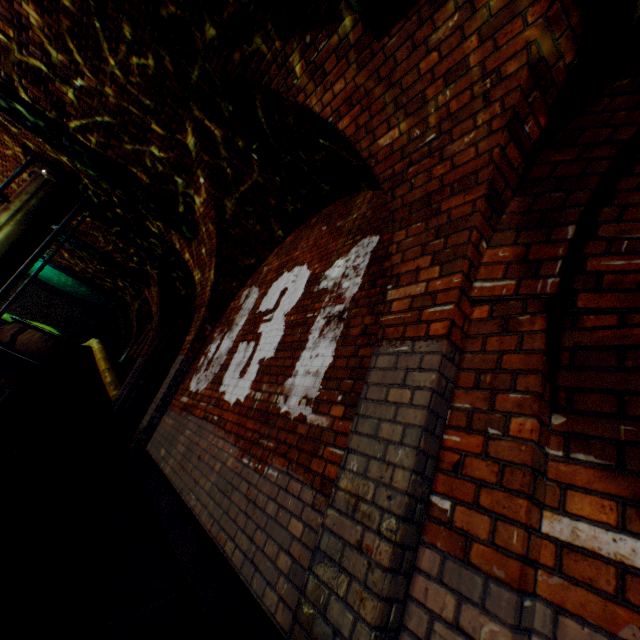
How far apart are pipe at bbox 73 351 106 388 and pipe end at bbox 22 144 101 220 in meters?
6.0 m

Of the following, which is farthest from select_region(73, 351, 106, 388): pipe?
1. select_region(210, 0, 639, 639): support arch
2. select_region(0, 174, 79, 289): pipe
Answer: select_region(210, 0, 639, 639): support arch

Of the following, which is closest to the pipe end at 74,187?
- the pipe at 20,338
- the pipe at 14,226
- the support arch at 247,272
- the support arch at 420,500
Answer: the pipe at 14,226

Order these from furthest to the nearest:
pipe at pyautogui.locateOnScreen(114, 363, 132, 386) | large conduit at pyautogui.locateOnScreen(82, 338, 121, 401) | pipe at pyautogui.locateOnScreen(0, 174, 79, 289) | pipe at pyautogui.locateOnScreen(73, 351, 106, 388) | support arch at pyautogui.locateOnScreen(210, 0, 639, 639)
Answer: pipe at pyautogui.locateOnScreen(114, 363, 132, 386)
pipe at pyautogui.locateOnScreen(73, 351, 106, 388)
large conduit at pyautogui.locateOnScreen(82, 338, 121, 401)
pipe at pyautogui.locateOnScreen(0, 174, 79, 289)
support arch at pyautogui.locateOnScreen(210, 0, 639, 639)

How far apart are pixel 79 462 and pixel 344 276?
4.9 meters

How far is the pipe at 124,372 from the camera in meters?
12.2 m

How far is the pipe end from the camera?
6.45m

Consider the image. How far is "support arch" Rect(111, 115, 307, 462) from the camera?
4.8 meters
